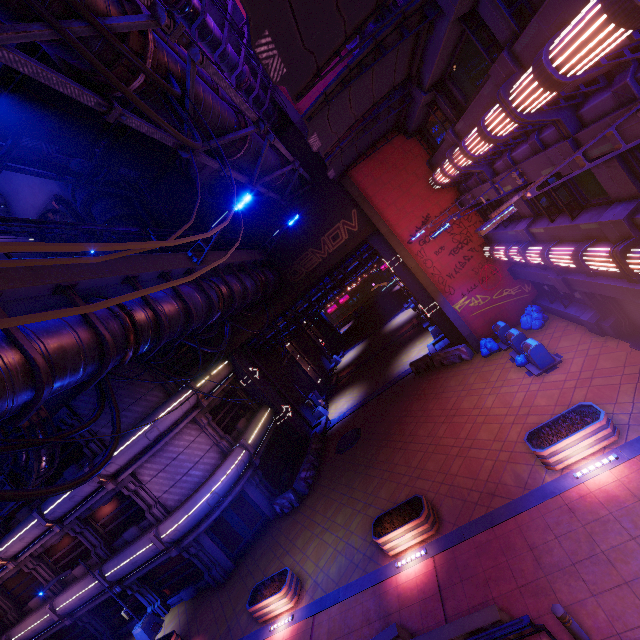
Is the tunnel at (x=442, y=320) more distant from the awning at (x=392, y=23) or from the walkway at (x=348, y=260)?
the awning at (x=392, y=23)

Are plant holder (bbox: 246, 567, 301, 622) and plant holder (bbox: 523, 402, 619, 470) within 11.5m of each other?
yes

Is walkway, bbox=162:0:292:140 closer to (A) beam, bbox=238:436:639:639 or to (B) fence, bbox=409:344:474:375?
(B) fence, bbox=409:344:474:375

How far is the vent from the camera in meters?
24.7 m

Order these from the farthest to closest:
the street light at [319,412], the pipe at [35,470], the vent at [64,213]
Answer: the street light at [319,412], the vent at [64,213], the pipe at [35,470]

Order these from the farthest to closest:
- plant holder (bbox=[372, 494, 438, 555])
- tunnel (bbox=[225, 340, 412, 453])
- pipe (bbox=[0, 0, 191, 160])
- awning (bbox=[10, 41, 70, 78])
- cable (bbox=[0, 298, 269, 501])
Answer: tunnel (bbox=[225, 340, 412, 453]) < plant holder (bbox=[372, 494, 438, 555]) < awning (bbox=[10, 41, 70, 78]) < cable (bbox=[0, 298, 269, 501]) < pipe (bbox=[0, 0, 191, 160])

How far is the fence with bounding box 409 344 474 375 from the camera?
18.50m

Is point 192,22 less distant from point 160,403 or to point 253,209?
point 253,209
